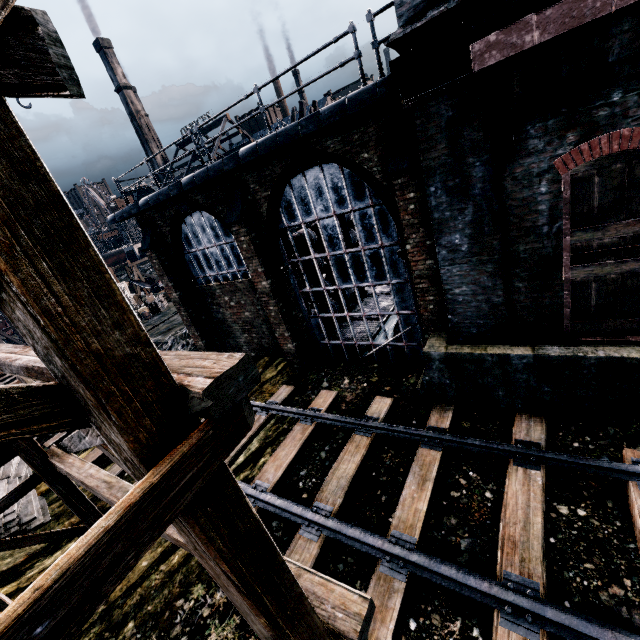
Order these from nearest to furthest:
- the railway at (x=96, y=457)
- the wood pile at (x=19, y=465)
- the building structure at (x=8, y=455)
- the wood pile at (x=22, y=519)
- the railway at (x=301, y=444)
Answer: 1. the railway at (x=301, y=444)
2. the building structure at (x=8, y=455)
3. the wood pile at (x=22, y=519)
4. the wood pile at (x=19, y=465)
5. the railway at (x=96, y=457)

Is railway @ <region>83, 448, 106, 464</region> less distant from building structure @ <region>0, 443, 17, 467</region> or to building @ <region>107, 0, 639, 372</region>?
building @ <region>107, 0, 639, 372</region>

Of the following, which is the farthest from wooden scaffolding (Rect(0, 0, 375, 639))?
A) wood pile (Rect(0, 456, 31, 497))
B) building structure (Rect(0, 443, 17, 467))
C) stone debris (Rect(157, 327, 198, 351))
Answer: stone debris (Rect(157, 327, 198, 351))

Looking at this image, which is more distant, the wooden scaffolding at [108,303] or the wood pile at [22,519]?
the wood pile at [22,519]

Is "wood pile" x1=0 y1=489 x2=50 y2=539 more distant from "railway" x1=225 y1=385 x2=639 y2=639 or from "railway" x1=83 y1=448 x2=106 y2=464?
"railway" x1=225 y1=385 x2=639 y2=639

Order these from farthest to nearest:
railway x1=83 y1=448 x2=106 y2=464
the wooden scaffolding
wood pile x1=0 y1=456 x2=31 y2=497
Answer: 1. railway x1=83 y1=448 x2=106 y2=464
2. wood pile x1=0 y1=456 x2=31 y2=497
3. the wooden scaffolding

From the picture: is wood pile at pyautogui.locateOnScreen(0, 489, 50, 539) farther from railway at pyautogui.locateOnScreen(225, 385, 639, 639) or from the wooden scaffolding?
railway at pyautogui.locateOnScreen(225, 385, 639, 639)

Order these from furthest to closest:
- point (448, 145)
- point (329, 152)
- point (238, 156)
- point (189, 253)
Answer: point (189, 253) → point (238, 156) → point (329, 152) → point (448, 145)
